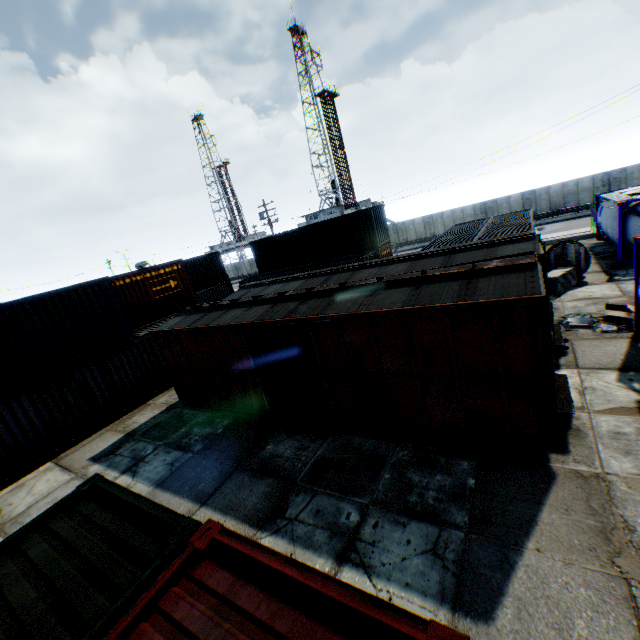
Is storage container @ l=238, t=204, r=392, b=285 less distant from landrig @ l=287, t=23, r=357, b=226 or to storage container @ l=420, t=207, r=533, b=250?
storage container @ l=420, t=207, r=533, b=250

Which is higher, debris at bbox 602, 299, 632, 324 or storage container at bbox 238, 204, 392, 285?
storage container at bbox 238, 204, 392, 285

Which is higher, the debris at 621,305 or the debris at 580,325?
the debris at 621,305

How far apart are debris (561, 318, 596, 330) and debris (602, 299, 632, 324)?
0.3 meters

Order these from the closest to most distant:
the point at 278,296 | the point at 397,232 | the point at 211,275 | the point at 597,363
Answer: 1. the point at 597,363
2. the point at 278,296
3. the point at 211,275
4. the point at 397,232

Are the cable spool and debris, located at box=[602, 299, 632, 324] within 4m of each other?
no

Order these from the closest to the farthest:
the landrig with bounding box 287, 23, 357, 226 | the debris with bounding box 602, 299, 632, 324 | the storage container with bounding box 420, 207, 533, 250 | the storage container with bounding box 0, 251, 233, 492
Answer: the debris with bounding box 602, 299, 632, 324, the storage container with bounding box 0, 251, 233, 492, the storage container with bounding box 420, 207, 533, 250, the landrig with bounding box 287, 23, 357, 226

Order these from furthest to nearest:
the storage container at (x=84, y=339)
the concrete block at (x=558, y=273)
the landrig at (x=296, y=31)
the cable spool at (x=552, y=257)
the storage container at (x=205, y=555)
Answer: the landrig at (x=296, y=31)
the cable spool at (x=552, y=257)
the concrete block at (x=558, y=273)
the storage container at (x=84, y=339)
the storage container at (x=205, y=555)
